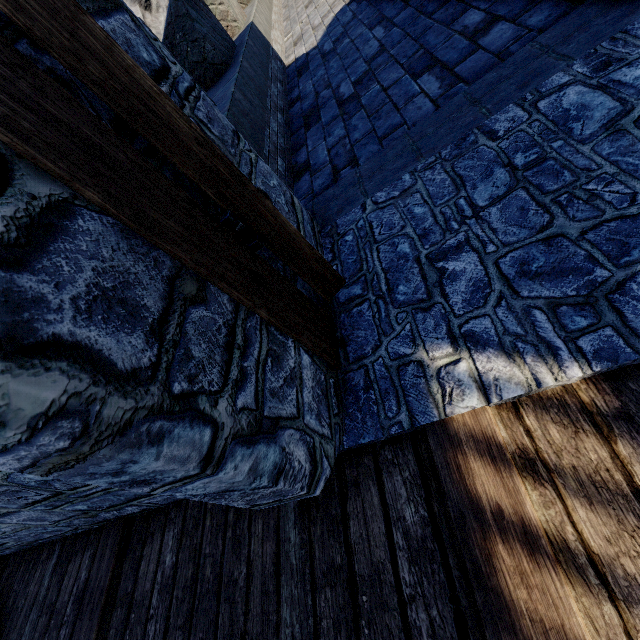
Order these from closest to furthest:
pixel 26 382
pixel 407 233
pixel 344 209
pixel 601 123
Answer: pixel 26 382
pixel 601 123
pixel 407 233
pixel 344 209
